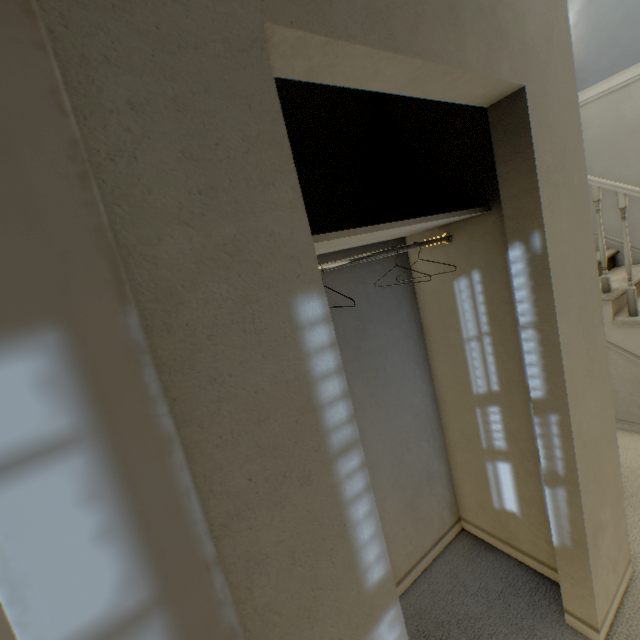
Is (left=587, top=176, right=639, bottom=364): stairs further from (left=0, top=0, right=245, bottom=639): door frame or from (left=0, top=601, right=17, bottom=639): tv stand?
(left=0, top=601, right=17, bottom=639): tv stand

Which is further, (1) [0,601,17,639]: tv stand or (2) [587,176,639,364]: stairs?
(2) [587,176,639,364]: stairs

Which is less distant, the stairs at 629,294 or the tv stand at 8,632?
the tv stand at 8,632

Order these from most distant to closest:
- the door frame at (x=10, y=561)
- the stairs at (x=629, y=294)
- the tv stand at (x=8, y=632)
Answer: the stairs at (x=629, y=294) < the tv stand at (x=8, y=632) < the door frame at (x=10, y=561)

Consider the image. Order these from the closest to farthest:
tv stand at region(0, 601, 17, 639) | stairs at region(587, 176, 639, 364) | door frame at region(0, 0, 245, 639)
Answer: door frame at region(0, 0, 245, 639) < tv stand at region(0, 601, 17, 639) < stairs at region(587, 176, 639, 364)

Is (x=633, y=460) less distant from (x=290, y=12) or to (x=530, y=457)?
(x=530, y=457)

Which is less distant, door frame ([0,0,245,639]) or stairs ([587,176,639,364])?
door frame ([0,0,245,639])
